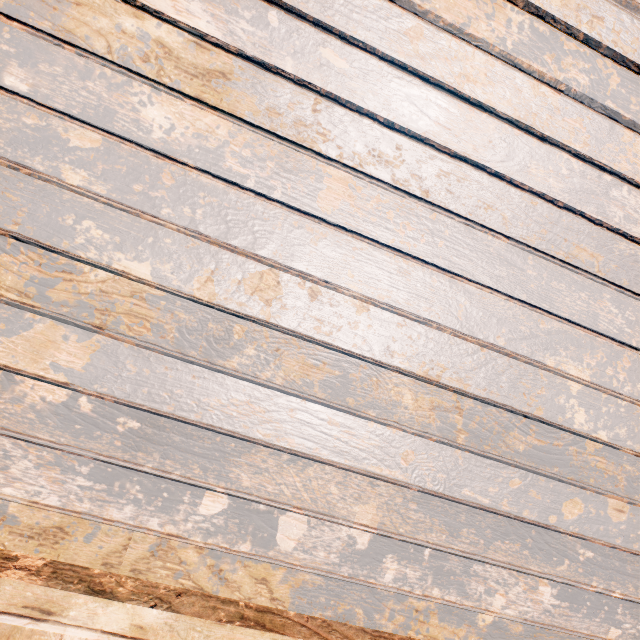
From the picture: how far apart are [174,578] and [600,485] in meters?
1.8 m
